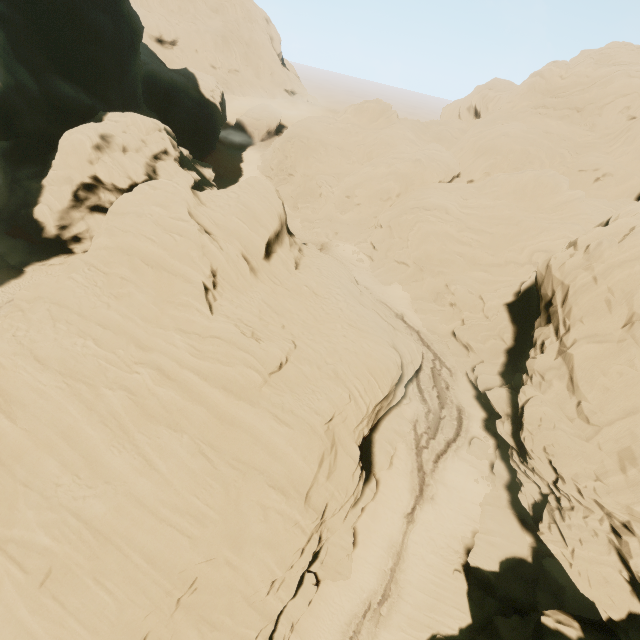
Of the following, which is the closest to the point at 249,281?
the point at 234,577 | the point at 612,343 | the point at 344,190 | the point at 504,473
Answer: the point at 234,577
